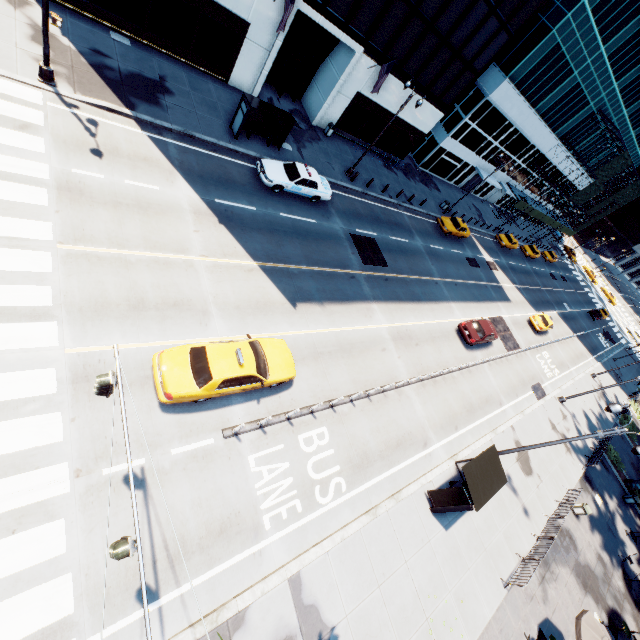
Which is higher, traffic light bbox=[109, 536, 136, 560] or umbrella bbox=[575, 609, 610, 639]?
traffic light bbox=[109, 536, 136, 560]

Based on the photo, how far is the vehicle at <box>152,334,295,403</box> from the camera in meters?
10.1 m

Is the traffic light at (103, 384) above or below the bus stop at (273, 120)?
above

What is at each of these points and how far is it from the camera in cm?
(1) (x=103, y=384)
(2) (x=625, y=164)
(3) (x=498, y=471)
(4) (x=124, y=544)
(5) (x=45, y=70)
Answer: (1) traffic light, 589
(2) scaffolding, 4678
(3) bus stop, 1495
(4) traffic light, 512
(5) light, 1327

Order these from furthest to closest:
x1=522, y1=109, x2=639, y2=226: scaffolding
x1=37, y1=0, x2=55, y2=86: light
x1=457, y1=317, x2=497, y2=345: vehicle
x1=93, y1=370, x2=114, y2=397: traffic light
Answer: x1=522, y1=109, x2=639, y2=226: scaffolding, x1=457, y1=317, x2=497, y2=345: vehicle, x1=37, y1=0, x2=55, y2=86: light, x1=93, y1=370, x2=114, y2=397: traffic light

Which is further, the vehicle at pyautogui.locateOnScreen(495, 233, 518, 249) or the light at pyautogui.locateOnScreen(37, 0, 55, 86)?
the vehicle at pyautogui.locateOnScreen(495, 233, 518, 249)

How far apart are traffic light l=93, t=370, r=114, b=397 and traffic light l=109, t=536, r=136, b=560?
2.6m

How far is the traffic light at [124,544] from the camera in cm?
503
